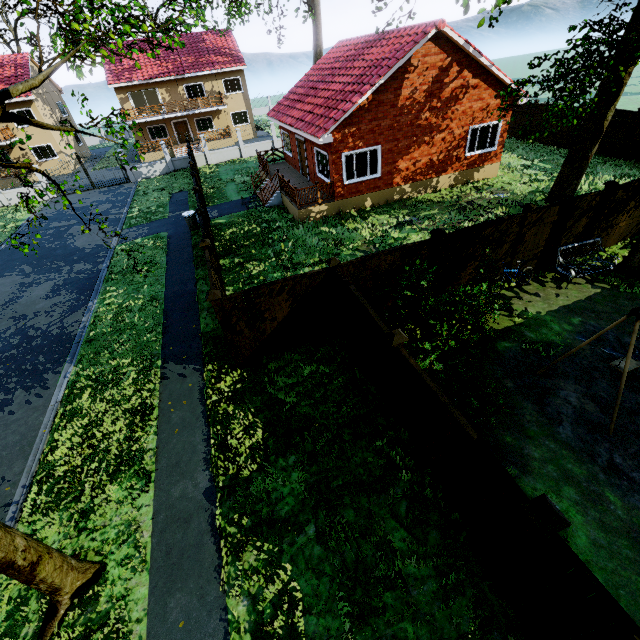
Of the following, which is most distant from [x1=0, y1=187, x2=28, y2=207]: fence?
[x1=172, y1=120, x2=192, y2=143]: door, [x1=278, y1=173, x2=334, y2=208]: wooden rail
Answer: [x1=172, y1=120, x2=192, y2=143]: door

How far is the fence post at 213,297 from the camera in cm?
733

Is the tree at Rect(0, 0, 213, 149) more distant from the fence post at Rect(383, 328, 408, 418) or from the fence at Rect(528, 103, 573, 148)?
the fence post at Rect(383, 328, 408, 418)

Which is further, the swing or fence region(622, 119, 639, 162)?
fence region(622, 119, 639, 162)

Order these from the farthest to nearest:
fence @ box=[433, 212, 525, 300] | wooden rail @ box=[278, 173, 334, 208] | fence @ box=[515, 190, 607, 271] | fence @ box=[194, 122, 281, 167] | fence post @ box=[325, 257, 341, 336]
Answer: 1. fence @ box=[194, 122, 281, 167]
2. wooden rail @ box=[278, 173, 334, 208]
3. fence @ box=[515, 190, 607, 271]
4. fence @ box=[433, 212, 525, 300]
5. fence post @ box=[325, 257, 341, 336]

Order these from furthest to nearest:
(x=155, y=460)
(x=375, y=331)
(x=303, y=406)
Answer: (x=303, y=406) < (x=155, y=460) < (x=375, y=331)

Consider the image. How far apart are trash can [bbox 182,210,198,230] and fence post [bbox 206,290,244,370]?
11.3m

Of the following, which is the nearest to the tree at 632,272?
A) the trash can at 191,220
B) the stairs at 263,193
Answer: the trash can at 191,220
